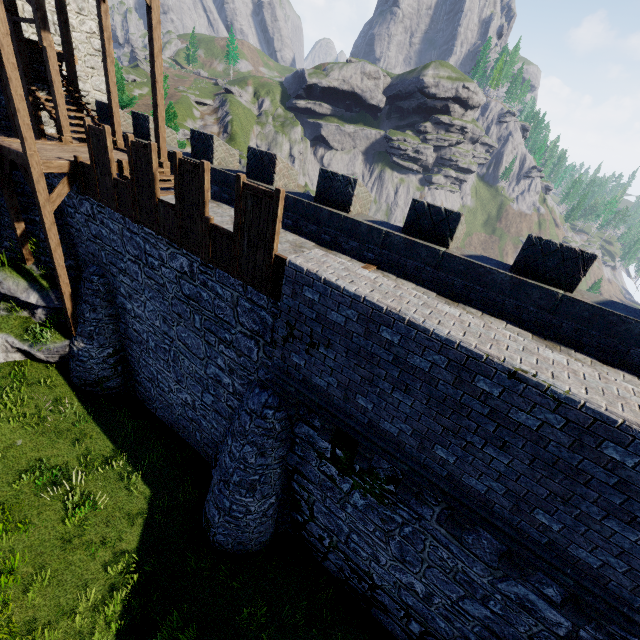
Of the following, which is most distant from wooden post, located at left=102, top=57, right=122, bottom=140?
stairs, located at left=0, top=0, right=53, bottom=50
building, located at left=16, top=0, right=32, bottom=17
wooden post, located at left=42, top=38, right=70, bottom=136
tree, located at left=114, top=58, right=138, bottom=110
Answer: tree, located at left=114, top=58, right=138, bottom=110

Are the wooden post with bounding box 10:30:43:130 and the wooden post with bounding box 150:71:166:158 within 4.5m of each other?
no

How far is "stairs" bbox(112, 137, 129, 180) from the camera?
10.53m

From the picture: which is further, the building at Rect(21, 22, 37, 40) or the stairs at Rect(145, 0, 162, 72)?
the building at Rect(21, 22, 37, 40)

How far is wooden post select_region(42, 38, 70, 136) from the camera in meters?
10.4 m

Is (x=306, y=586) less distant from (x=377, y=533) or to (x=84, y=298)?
(x=377, y=533)

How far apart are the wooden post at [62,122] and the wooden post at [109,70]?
1.5m

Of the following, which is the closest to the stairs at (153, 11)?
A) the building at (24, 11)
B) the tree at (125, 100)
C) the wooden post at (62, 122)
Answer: the wooden post at (62, 122)
